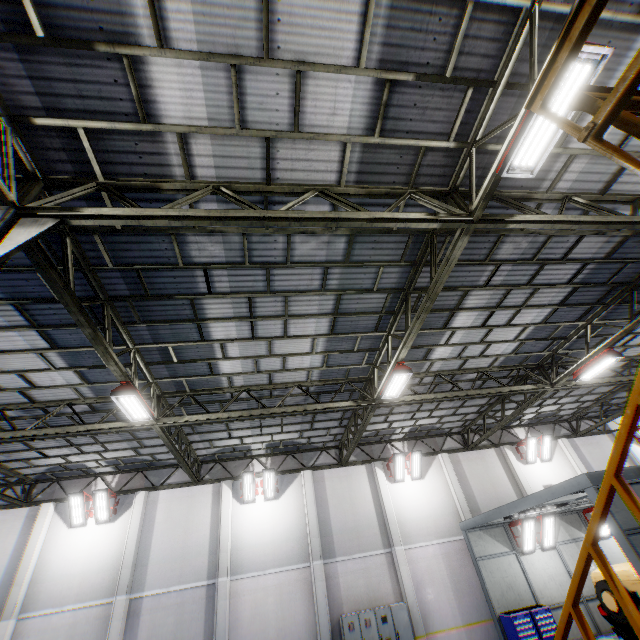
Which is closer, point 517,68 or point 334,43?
point 334,43

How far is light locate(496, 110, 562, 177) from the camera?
4.47m

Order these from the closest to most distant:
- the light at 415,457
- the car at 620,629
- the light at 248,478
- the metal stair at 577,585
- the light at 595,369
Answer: the metal stair at 577,585 < the car at 620,629 < the light at 595,369 < the light at 248,478 < the light at 415,457

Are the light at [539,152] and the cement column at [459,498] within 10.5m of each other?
no

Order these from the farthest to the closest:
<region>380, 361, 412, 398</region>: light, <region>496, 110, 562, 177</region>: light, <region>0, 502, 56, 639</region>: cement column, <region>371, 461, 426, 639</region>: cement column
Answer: <region>371, 461, 426, 639</region>: cement column, <region>0, 502, 56, 639</region>: cement column, <region>380, 361, 412, 398</region>: light, <region>496, 110, 562, 177</region>: light

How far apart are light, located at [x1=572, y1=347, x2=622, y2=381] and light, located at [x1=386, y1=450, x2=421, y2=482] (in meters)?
8.65

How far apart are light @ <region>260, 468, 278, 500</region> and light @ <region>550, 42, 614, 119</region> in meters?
15.3 m

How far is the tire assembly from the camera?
9.97m
